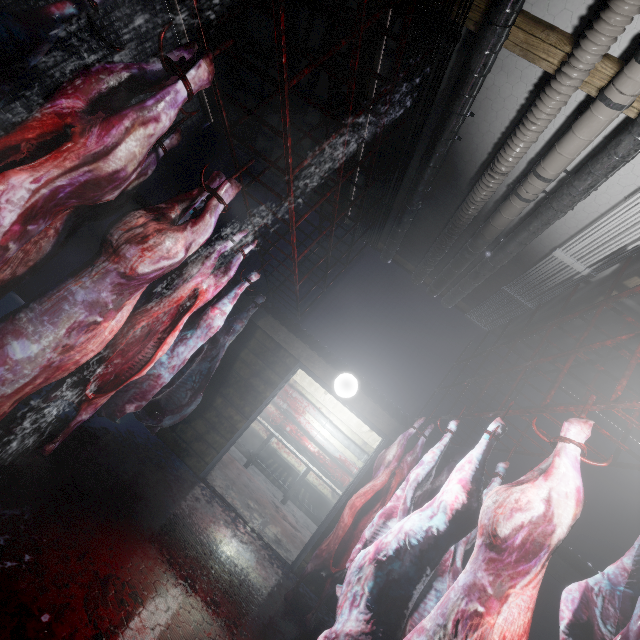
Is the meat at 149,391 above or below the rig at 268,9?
below

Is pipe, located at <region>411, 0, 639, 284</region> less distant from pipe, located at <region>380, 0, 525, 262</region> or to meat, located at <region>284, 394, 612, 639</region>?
pipe, located at <region>380, 0, 525, 262</region>

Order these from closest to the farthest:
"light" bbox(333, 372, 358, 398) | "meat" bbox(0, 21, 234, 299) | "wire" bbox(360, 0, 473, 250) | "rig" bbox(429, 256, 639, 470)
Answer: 1. "meat" bbox(0, 21, 234, 299)
2. "rig" bbox(429, 256, 639, 470)
3. "wire" bbox(360, 0, 473, 250)
4. "light" bbox(333, 372, 358, 398)

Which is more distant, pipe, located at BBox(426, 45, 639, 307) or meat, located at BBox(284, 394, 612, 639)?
pipe, located at BBox(426, 45, 639, 307)

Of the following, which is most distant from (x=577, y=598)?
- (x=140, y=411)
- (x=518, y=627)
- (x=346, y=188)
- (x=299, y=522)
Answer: (x=299, y=522)

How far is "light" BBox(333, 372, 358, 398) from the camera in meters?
4.0 m

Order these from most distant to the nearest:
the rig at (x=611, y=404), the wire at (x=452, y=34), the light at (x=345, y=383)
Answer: the light at (x=345, y=383) < the wire at (x=452, y=34) < the rig at (x=611, y=404)

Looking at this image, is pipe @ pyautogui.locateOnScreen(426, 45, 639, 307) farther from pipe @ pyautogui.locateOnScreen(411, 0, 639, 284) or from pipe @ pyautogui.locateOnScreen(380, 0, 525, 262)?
pipe @ pyautogui.locateOnScreen(380, 0, 525, 262)
